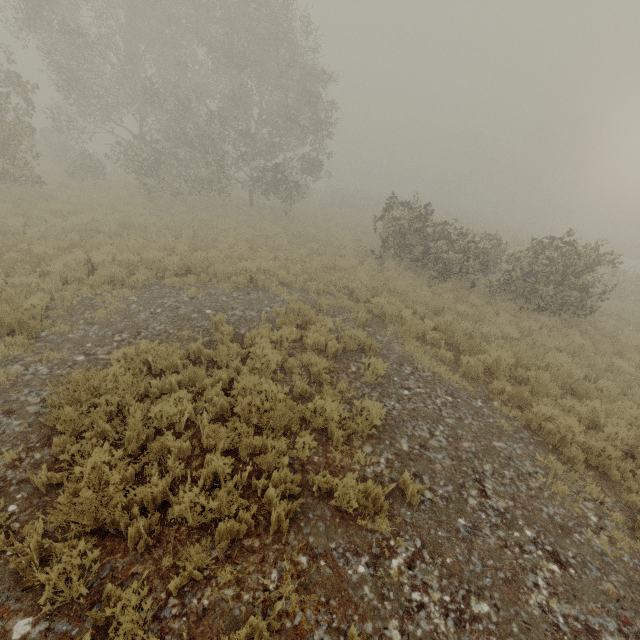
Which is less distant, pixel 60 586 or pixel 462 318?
pixel 60 586
